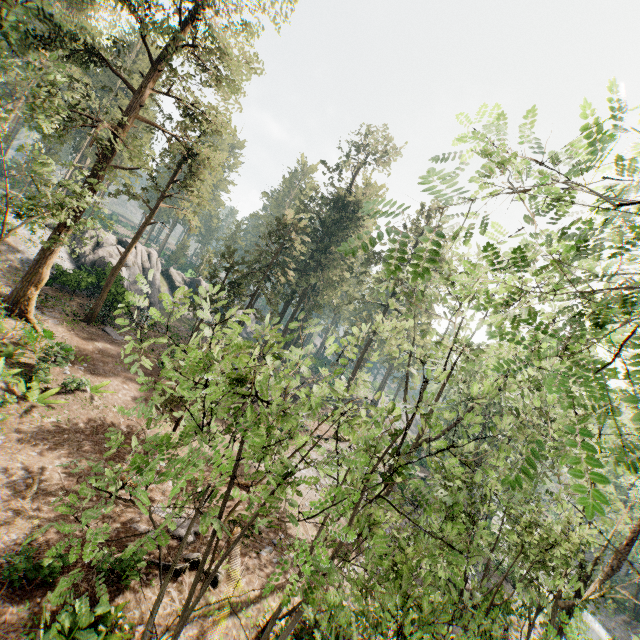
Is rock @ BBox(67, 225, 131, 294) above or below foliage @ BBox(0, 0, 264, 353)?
below

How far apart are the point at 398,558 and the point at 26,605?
8.80m

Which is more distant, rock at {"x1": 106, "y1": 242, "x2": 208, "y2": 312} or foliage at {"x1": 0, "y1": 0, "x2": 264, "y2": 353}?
rock at {"x1": 106, "y1": 242, "x2": 208, "y2": 312}

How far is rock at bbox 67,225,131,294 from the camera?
28.1 meters

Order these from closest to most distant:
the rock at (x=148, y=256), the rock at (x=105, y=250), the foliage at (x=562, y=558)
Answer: the foliage at (x=562, y=558) < the rock at (x=148, y=256) < the rock at (x=105, y=250)

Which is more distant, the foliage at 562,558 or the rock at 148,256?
the rock at 148,256

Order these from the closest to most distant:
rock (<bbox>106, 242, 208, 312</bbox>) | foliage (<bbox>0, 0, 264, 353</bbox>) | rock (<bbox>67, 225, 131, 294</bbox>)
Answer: foliage (<bbox>0, 0, 264, 353</bbox>)
rock (<bbox>106, 242, 208, 312</bbox>)
rock (<bbox>67, 225, 131, 294</bbox>)
